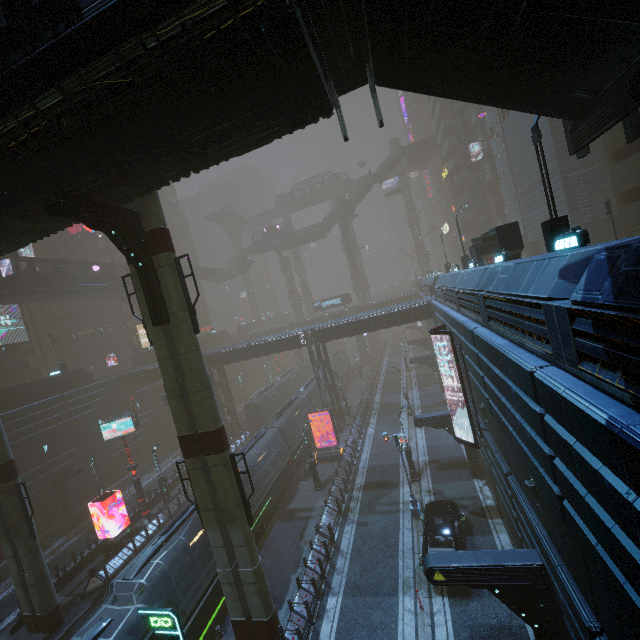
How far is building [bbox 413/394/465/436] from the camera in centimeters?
2166cm

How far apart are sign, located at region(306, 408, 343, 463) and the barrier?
16.54m

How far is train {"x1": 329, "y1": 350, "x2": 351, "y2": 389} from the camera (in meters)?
51.66

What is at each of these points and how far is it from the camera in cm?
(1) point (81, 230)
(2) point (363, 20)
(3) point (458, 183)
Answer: (1) sign, 5119
(2) stairs, 805
(3) building, 5069

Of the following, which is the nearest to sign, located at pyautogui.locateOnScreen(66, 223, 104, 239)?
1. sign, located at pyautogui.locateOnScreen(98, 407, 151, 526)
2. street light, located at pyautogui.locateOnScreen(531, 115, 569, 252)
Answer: sign, located at pyautogui.locateOnScreen(98, 407, 151, 526)

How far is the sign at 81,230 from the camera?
49.5m

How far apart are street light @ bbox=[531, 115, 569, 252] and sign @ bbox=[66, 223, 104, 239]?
59.8 meters

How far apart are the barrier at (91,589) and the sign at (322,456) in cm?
1654
